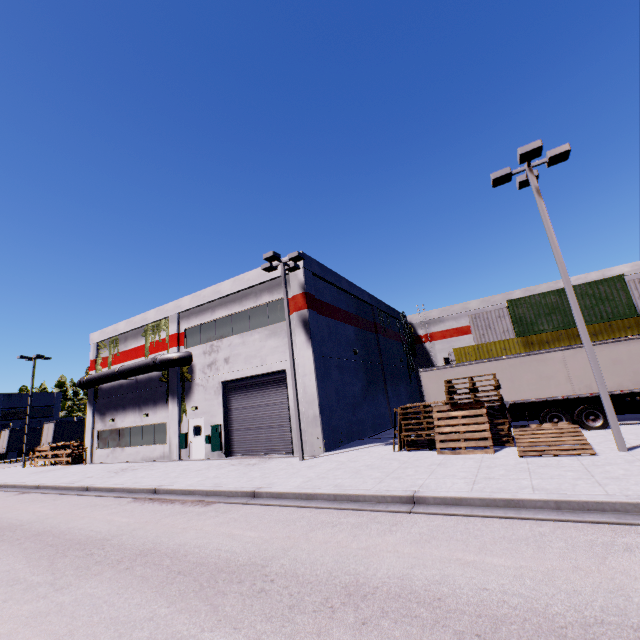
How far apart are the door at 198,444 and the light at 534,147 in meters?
19.6

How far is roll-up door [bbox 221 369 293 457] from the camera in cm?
1778

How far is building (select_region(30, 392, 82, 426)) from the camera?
49.4m

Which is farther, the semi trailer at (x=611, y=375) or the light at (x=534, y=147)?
the semi trailer at (x=611, y=375)

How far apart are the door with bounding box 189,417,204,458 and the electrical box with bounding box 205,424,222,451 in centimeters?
5cm

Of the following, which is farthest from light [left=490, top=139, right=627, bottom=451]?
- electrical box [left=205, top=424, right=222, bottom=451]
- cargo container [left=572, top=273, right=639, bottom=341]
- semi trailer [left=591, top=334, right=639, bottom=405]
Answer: electrical box [left=205, top=424, right=222, bottom=451]

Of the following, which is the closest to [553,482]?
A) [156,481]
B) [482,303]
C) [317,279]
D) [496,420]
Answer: [496,420]

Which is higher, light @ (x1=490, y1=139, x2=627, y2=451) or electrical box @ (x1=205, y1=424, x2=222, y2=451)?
light @ (x1=490, y1=139, x2=627, y2=451)
